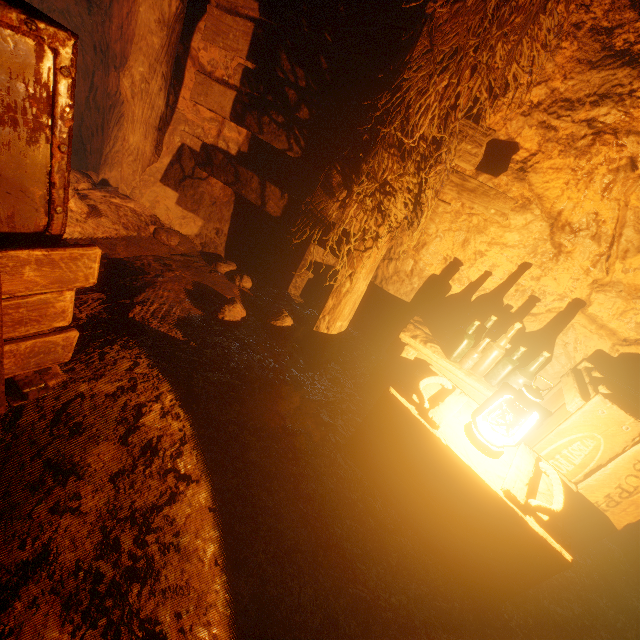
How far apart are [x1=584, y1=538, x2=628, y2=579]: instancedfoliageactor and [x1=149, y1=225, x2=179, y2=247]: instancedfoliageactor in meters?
4.2 m

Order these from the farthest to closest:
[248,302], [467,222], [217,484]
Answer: [248,302]
[467,222]
[217,484]

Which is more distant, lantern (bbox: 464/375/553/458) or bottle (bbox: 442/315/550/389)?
bottle (bbox: 442/315/550/389)

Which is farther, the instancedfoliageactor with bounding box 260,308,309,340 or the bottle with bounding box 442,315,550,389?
the instancedfoliageactor with bounding box 260,308,309,340

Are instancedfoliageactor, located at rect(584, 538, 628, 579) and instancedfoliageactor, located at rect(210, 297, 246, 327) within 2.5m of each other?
no

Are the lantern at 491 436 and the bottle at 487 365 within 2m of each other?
yes

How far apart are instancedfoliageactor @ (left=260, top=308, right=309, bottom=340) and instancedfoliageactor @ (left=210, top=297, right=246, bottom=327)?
0.2 meters

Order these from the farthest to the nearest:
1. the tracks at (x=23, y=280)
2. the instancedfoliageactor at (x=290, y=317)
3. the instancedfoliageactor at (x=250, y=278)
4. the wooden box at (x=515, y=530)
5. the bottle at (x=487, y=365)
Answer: the instancedfoliageactor at (x=250, y=278) < the instancedfoliageactor at (x=290, y=317) < the bottle at (x=487, y=365) < the wooden box at (x=515, y=530) < the tracks at (x=23, y=280)
